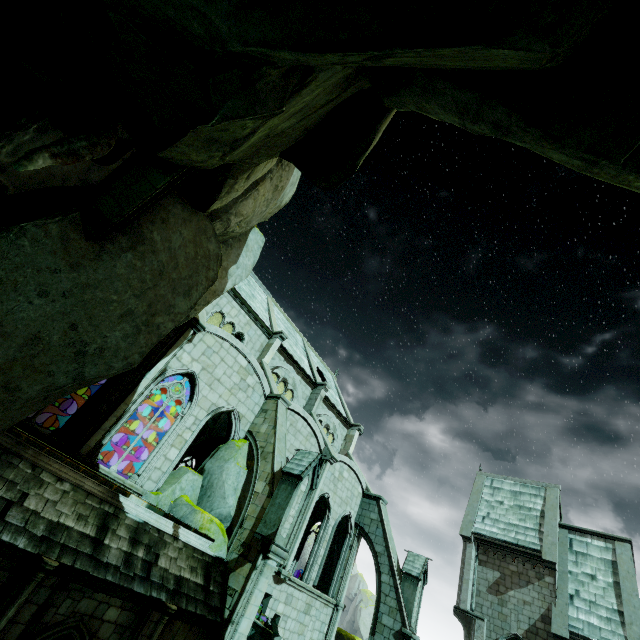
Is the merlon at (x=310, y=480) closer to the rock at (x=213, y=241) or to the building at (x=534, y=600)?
the building at (x=534, y=600)

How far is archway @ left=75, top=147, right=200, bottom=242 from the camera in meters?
4.6 m

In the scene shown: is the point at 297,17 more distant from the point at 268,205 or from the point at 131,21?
the point at 268,205

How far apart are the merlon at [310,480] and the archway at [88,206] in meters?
10.1 m

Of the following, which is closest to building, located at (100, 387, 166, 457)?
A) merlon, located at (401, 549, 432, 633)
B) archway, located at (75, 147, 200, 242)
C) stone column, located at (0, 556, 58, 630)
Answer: merlon, located at (401, 549, 432, 633)

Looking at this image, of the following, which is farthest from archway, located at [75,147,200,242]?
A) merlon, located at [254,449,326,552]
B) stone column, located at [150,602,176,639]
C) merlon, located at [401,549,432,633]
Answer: merlon, located at [401,549,432,633]

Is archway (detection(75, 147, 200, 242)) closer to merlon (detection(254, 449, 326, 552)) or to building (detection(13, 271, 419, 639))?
building (detection(13, 271, 419, 639))

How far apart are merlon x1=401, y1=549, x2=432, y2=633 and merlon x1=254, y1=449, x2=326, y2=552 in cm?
1090
